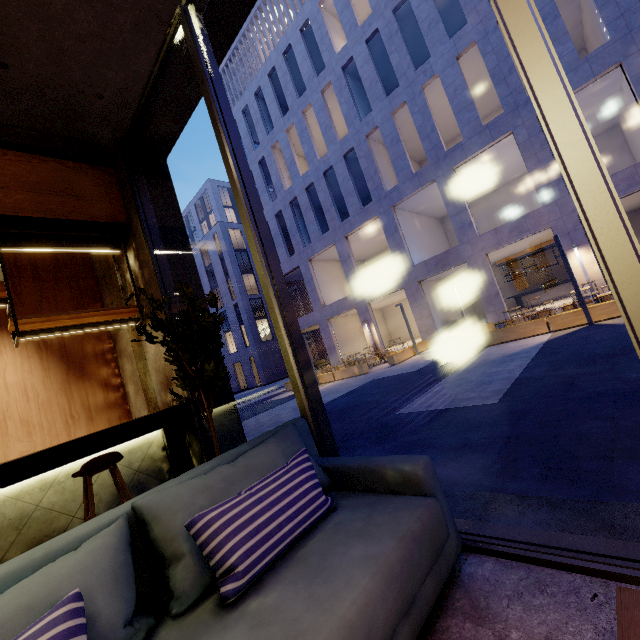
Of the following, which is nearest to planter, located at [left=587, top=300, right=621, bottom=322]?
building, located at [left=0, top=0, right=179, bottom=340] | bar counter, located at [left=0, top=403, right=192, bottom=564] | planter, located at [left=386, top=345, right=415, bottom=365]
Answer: planter, located at [left=386, top=345, right=415, bottom=365]

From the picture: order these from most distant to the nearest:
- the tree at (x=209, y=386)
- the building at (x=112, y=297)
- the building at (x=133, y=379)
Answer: the building at (x=112, y=297), the building at (x=133, y=379), the tree at (x=209, y=386)

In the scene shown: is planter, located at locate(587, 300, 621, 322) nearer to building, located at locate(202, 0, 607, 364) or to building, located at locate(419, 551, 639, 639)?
building, located at locate(202, 0, 607, 364)

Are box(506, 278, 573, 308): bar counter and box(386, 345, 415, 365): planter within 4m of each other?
no

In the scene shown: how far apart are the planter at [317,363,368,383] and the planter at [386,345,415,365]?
1.04m

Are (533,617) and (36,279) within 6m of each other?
no

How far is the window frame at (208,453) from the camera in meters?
3.8

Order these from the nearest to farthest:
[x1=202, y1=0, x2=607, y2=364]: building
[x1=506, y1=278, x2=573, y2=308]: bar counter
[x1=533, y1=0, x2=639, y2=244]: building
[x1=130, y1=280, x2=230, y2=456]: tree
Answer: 1. [x1=130, y1=280, x2=230, y2=456]: tree
2. [x1=533, y1=0, x2=639, y2=244]: building
3. [x1=202, y1=0, x2=607, y2=364]: building
4. [x1=506, y1=278, x2=573, y2=308]: bar counter
